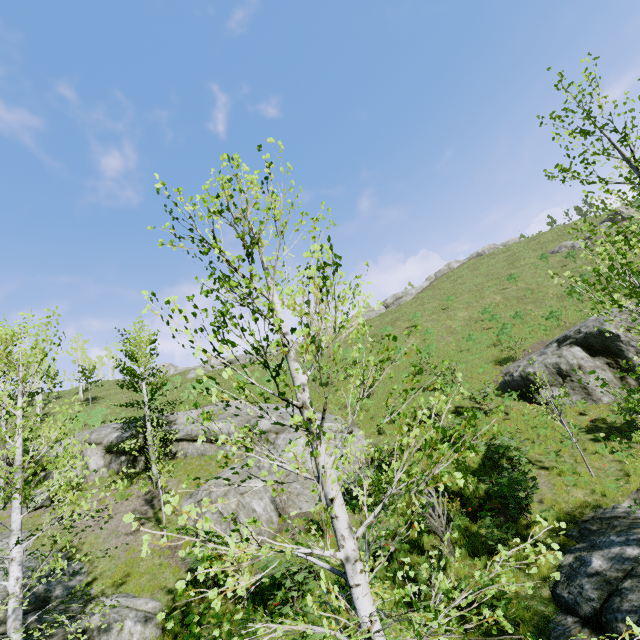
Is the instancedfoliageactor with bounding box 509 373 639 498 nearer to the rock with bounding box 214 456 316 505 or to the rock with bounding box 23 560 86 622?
the rock with bounding box 23 560 86 622

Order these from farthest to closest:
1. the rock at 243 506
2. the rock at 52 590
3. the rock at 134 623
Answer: the rock at 243 506, the rock at 52 590, the rock at 134 623

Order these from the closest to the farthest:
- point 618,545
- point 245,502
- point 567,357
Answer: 1. point 618,545
2. point 245,502
3. point 567,357

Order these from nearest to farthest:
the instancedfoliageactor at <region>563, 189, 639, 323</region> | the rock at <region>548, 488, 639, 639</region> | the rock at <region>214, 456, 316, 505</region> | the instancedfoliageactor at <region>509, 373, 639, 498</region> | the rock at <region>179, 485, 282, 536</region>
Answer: the instancedfoliageactor at <region>563, 189, 639, 323</region> < the instancedfoliageactor at <region>509, 373, 639, 498</region> < the rock at <region>548, 488, 639, 639</region> < the rock at <region>179, 485, 282, 536</region> < the rock at <region>214, 456, 316, 505</region>

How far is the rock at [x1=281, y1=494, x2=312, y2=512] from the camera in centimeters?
1314cm

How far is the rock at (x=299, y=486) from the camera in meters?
Result: 13.8 m

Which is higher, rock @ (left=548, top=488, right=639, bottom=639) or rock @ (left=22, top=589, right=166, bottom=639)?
rock @ (left=22, top=589, right=166, bottom=639)

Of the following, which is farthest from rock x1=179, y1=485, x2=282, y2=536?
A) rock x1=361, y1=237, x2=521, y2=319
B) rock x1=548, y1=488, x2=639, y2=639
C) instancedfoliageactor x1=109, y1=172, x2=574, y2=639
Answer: rock x1=361, y1=237, x2=521, y2=319
